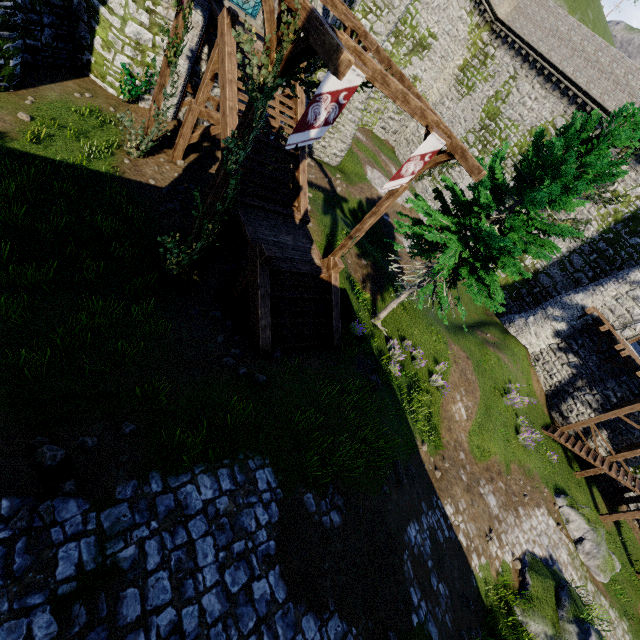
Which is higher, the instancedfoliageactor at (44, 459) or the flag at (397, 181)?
the flag at (397, 181)

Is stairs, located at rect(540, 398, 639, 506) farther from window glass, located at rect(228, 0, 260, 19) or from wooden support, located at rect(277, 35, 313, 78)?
window glass, located at rect(228, 0, 260, 19)

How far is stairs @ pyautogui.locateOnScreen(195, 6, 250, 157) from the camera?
10.4 meters

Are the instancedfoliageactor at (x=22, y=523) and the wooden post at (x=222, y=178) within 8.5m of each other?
yes

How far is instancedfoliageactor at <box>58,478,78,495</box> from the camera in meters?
4.1

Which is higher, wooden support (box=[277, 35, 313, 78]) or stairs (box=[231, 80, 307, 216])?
wooden support (box=[277, 35, 313, 78])

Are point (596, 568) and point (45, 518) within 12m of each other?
no

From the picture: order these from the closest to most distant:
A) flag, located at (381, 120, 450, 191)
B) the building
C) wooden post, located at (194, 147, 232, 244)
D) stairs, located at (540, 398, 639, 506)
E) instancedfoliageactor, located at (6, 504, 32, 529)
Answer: instancedfoliageactor, located at (6, 504, 32, 529)
wooden post, located at (194, 147, 232, 244)
flag, located at (381, 120, 450, 191)
stairs, located at (540, 398, 639, 506)
the building
